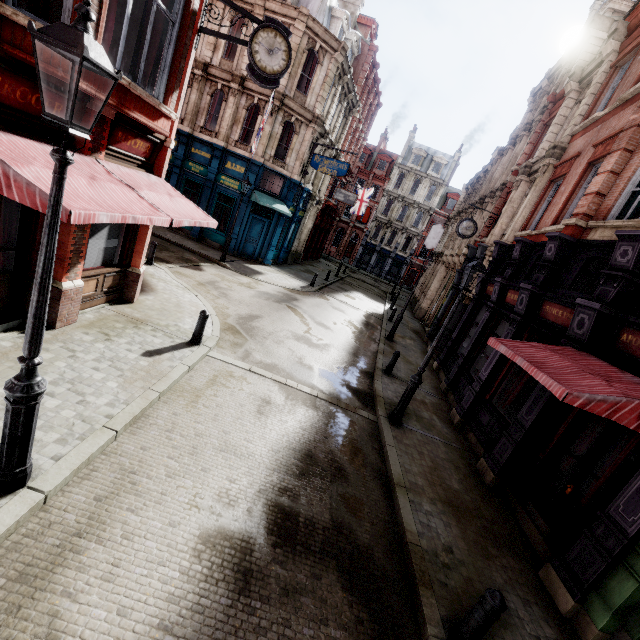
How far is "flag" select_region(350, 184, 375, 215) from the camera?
34.41m

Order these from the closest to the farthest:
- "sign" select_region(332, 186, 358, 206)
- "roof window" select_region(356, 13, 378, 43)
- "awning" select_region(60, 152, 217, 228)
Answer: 1. "awning" select_region(60, 152, 217, 228)
2. "roof window" select_region(356, 13, 378, 43)
3. "sign" select_region(332, 186, 358, 206)

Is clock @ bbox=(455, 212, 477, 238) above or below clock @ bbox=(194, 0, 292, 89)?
below

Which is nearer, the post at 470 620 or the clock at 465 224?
the post at 470 620

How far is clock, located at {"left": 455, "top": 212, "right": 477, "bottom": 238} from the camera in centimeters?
1603cm

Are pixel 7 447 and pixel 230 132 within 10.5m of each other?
no

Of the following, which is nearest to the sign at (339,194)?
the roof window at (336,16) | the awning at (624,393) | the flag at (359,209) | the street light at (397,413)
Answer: the roof window at (336,16)

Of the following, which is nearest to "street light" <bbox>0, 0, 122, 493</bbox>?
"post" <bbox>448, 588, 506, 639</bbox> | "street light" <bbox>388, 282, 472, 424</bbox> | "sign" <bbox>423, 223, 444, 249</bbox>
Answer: "post" <bbox>448, 588, 506, 639</bbox>
